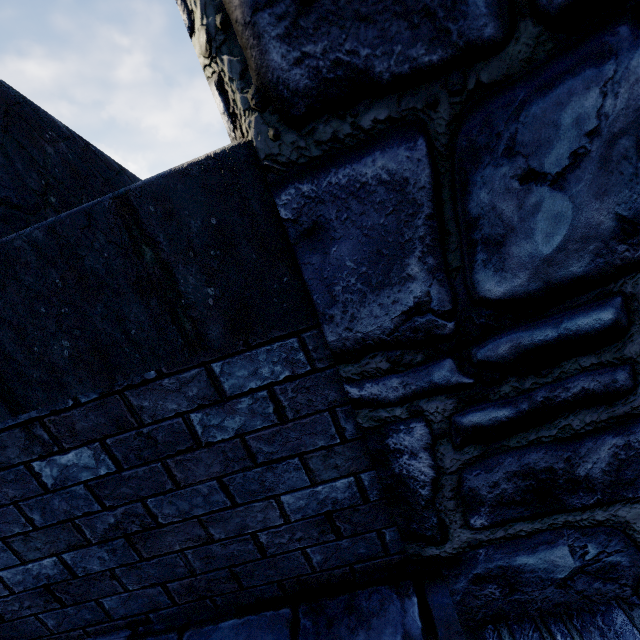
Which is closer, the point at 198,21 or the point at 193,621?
the point at 198,21
